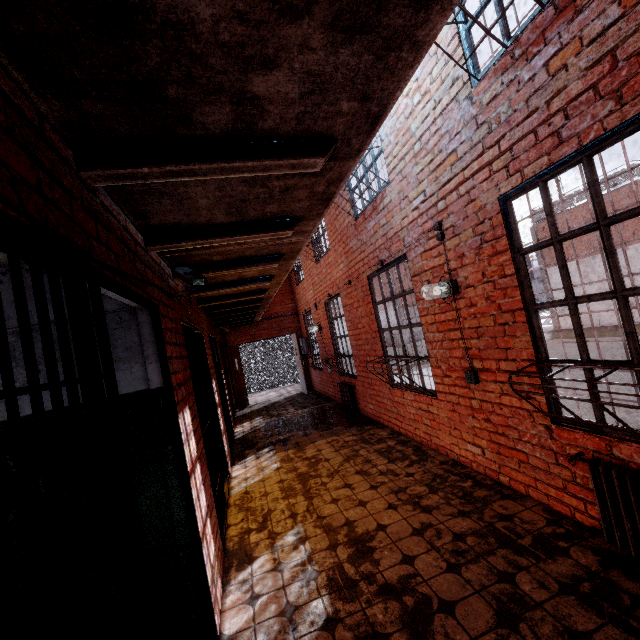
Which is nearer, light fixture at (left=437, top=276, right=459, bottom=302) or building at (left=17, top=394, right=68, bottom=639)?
building at (left=17, top=394, right=68, bottom=639)

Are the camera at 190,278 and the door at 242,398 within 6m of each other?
no

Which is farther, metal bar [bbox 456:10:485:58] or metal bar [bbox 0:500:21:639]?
metal bar [bbox 456:10:485:58]

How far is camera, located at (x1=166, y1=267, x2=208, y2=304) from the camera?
2.72m

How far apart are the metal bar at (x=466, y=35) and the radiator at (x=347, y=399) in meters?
5.8

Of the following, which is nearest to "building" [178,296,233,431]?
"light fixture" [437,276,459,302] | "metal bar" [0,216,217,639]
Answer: "metal bar" [0,216,217,639]

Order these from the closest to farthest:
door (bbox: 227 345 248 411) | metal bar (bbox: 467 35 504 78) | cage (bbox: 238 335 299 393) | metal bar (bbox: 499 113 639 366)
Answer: metal bar (bbox: 499 113 639 366)
metal bar (bbox: 467 35 504 78)
door (bbox: 227 345 248 411)
cage (bbox: 238 335 299 393)

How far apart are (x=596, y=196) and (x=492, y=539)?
2.7m
